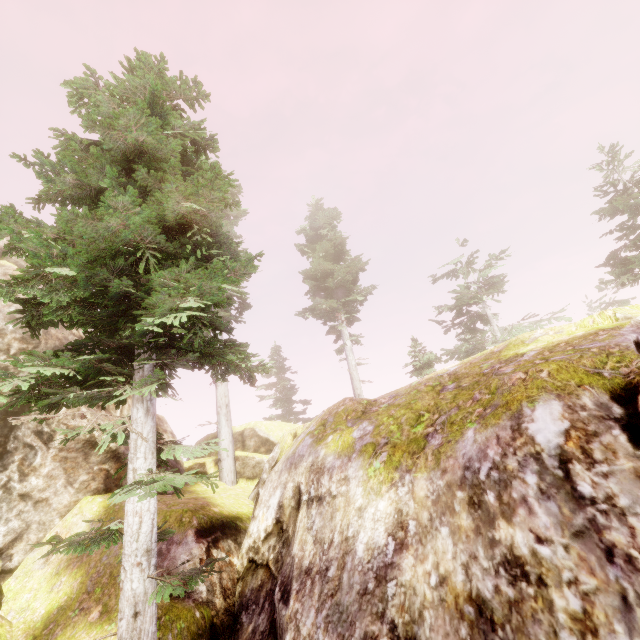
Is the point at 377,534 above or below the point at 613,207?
below

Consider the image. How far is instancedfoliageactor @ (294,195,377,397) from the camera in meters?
26.2

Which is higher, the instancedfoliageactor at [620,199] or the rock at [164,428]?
the instancedfoliageactor at [620,199]

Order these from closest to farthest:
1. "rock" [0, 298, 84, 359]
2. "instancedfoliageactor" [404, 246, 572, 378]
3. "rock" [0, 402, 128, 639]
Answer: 1. "rock" [0, 402, 128, 639]
2. "rock" [0, 298, 84, 359]
3. "instancedfoliageactor" [404, 246, 572, 378]

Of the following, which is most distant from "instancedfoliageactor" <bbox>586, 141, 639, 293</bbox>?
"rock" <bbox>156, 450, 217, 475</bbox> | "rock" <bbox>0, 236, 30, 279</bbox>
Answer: "rock" <bbox>156, 450, 217, 475</bbox>

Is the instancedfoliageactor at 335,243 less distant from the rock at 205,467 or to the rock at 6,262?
the rock at 6,262

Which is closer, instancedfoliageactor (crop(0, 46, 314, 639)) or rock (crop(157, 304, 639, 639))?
rock (crop(157, 304, 639, 639))

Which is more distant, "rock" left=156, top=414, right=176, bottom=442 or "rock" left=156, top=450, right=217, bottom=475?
"rock" left=156, top=414, right=176, bottom=442
